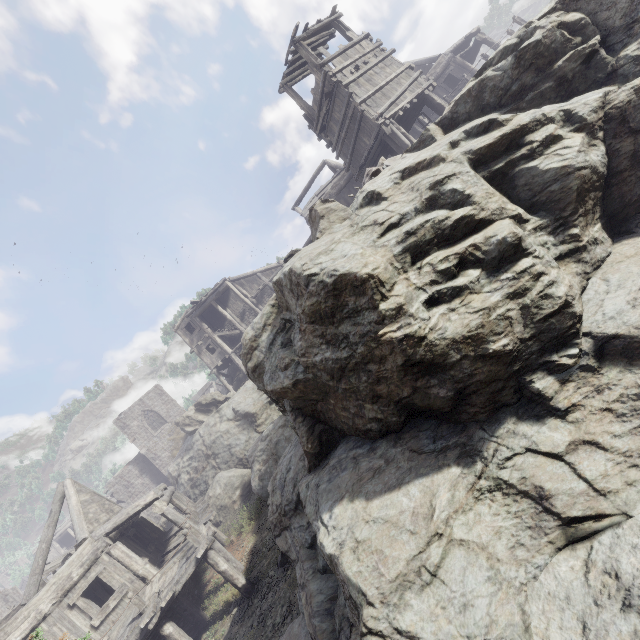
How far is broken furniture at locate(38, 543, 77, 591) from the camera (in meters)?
16.30

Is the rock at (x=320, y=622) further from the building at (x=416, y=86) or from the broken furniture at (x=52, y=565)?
the broken furniture at (x=52, y=565)

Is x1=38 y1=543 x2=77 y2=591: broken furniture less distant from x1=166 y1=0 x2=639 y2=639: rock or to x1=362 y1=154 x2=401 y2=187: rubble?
x1=166 y1=0 x2=639 y2=639: rock

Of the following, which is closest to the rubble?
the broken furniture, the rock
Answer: the rock

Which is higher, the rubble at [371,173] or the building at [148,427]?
the rubble at [371,173]

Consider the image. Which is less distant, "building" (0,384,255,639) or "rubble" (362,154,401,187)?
"rubble" (362,154,401,187)

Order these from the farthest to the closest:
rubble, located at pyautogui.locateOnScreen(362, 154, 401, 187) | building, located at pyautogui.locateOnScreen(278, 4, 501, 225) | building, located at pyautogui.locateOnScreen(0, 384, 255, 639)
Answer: building, located at pyautogui.locateOnScreen(278, 4, 501, 225), building, located at pyautogui.locateOnScreen(0, 384, 255, 639), rubble, located at pyautogui.locateOnScreen(362, 154, 401, 187)

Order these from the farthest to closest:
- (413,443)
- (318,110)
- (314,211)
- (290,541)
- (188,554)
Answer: (318,110) → (188,554) → (290,541) → (314,211) → (413,443)
